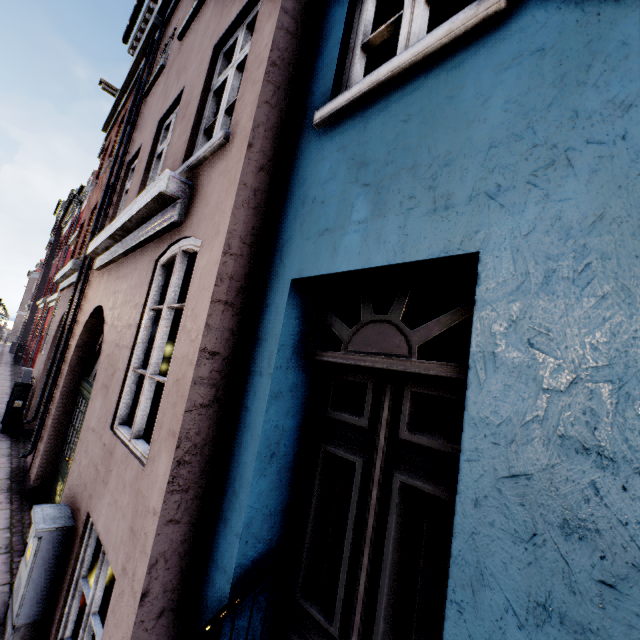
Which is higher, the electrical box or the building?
the building

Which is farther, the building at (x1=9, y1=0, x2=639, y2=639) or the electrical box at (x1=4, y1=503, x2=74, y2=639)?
the electrical box at (x1=4, y1=503, x2=74, y2=639)

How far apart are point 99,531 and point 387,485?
2.47m

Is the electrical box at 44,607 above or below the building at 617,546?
below

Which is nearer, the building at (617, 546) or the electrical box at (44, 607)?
the building at (617, 546)
